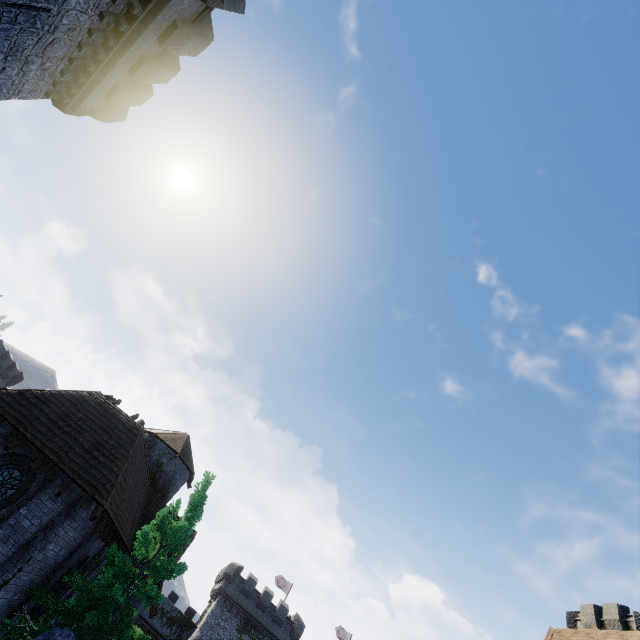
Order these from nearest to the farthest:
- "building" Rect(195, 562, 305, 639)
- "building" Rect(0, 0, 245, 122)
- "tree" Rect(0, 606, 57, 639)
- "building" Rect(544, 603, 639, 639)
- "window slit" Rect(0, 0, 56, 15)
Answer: "building" Rect(544, 603, 639, 639), "window slit" Rect(0, 0, 56, 15), "tree" Rect(0, 606, 57, 639), "building" Rect(0, 0, 245, 122), "building" Rect(195, 562, 305, 639)

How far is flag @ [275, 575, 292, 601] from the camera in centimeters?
4881cm

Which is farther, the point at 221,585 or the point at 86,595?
the point at 221,585

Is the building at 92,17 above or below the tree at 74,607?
above

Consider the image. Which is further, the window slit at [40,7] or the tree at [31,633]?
the tree at [31,633]

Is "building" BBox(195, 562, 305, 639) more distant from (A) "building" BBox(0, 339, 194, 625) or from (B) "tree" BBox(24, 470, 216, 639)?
(B) "tree" BBox(24, 470, 216, 639)

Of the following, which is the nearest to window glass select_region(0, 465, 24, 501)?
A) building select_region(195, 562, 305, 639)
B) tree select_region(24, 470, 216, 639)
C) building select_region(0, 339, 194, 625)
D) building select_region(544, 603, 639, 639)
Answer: building select_region(0, 339, 194, 625)

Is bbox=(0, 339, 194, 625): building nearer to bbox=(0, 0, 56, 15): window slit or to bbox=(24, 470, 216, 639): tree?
bbox=(24, 470, 216, 639): tree
